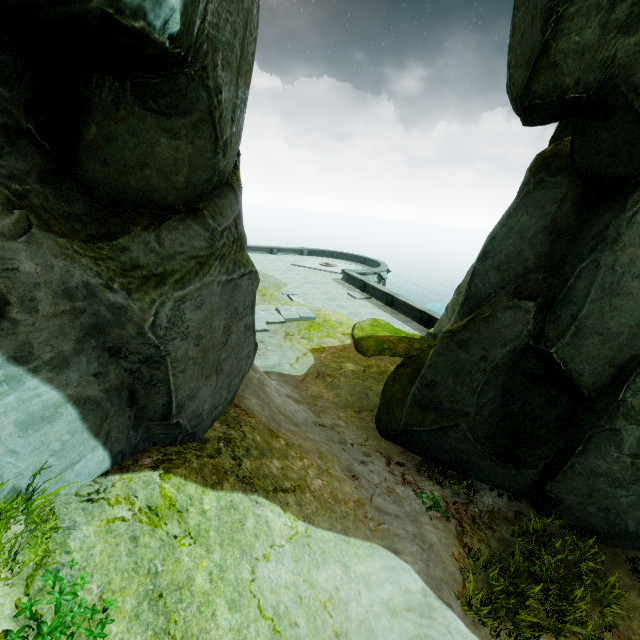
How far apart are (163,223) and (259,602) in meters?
3.6

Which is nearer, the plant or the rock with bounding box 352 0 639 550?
the plant

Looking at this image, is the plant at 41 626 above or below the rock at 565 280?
above

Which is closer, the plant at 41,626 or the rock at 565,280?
the plant at 41,626

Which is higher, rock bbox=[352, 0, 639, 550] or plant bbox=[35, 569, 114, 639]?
plant bbox=[35, 569, 114, 639]

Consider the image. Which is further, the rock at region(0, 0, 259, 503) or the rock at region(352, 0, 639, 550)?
the rock at region(352, 0, 639, 550)
